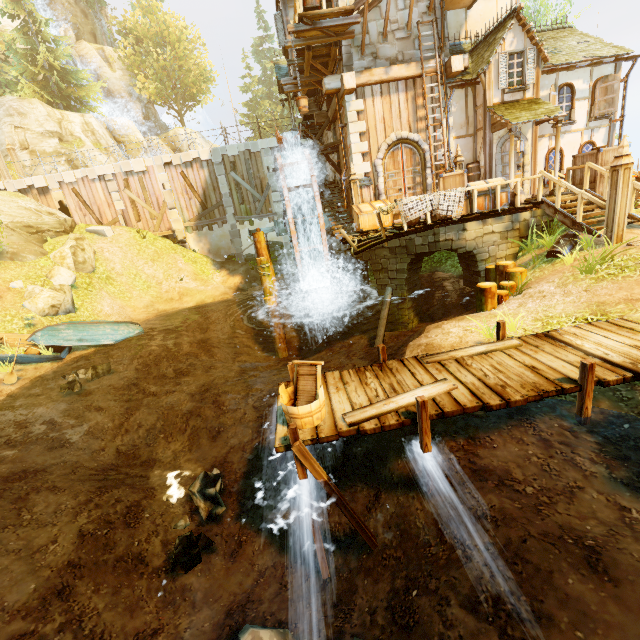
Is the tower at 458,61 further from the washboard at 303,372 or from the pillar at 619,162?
the washboard at 303,372

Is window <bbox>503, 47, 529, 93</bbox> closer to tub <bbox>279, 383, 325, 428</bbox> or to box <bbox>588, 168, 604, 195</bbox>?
box <bbox>588, 168, 604, 195</bbox>

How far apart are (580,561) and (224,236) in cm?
2239

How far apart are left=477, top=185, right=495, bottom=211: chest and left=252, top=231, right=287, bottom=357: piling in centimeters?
807cm

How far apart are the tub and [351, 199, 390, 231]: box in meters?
8.8 m

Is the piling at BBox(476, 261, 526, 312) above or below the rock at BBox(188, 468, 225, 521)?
above

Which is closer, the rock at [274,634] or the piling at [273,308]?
the rock at [274,634]

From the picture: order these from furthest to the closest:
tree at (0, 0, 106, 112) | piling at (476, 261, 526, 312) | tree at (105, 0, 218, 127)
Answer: tree at (105, 0, 218, 127) → tree at (0, 0, 106, 112) → piling at (476, 261, 526, 312)
